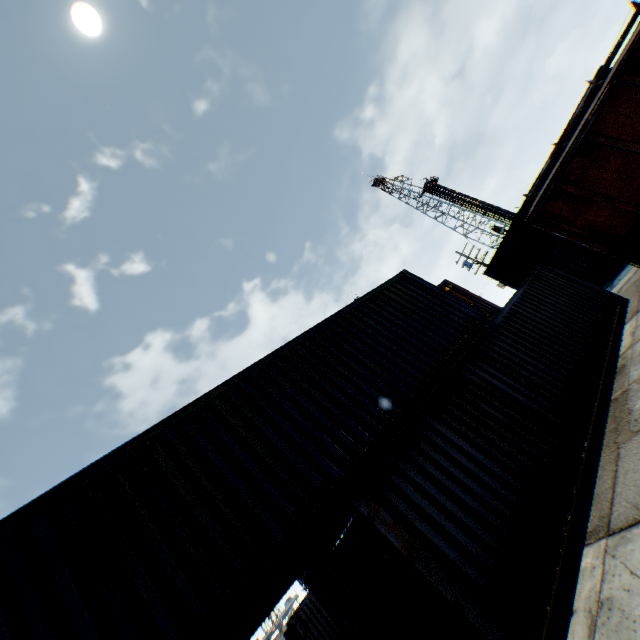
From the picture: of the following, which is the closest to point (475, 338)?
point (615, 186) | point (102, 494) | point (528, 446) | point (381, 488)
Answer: point (528, 446)

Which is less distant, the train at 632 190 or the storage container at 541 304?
the storage container at 541 304

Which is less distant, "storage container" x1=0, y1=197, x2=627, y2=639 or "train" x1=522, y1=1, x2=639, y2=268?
"storage container" x1=0, y1=197, x2=627, y2=639
